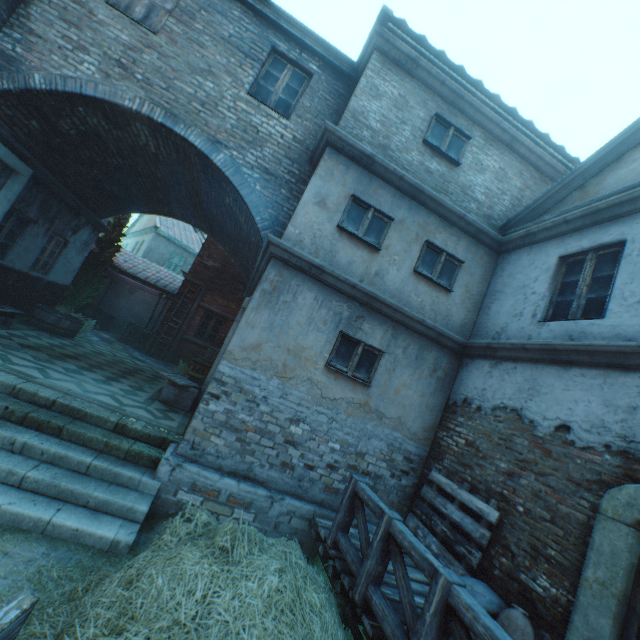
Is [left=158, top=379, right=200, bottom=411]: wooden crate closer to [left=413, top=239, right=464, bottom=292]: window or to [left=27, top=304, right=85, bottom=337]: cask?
[left=27, top=304, right=85, bottom=337]: cask

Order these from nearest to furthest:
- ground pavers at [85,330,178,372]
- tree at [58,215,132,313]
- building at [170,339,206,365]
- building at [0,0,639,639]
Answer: building at [0,0,639,639] → ground pavers at [85,330,178,372] → tree at [58,215,132,313] → building at [170,339,206,365]

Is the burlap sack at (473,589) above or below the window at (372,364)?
below

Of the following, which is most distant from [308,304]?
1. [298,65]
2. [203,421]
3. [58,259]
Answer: [58,259]

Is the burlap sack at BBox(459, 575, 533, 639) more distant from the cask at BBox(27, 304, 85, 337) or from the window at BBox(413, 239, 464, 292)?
the cask at BBox(27, 304, 85, 337)

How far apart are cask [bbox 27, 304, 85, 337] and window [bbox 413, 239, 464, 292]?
10.2m

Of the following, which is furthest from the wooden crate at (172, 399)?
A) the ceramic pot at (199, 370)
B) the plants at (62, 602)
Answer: the plants at (62, 602)

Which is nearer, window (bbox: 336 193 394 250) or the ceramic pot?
window (bbox: 336 193 394 250)
